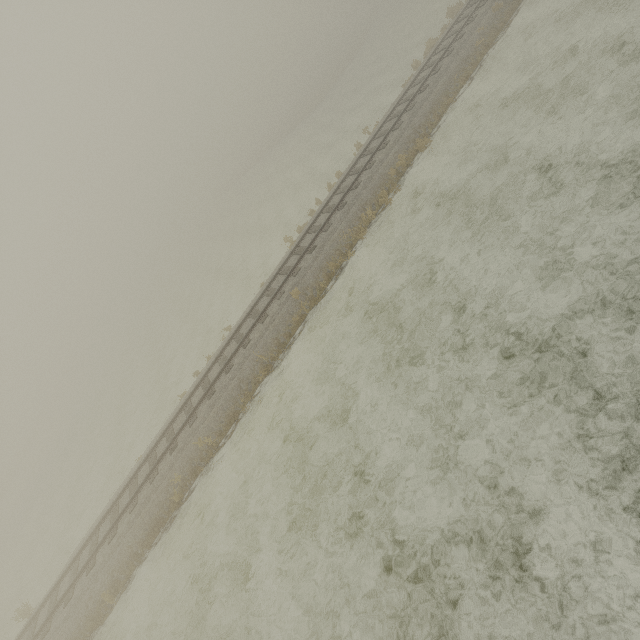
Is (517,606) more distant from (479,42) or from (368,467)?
(479,42)
